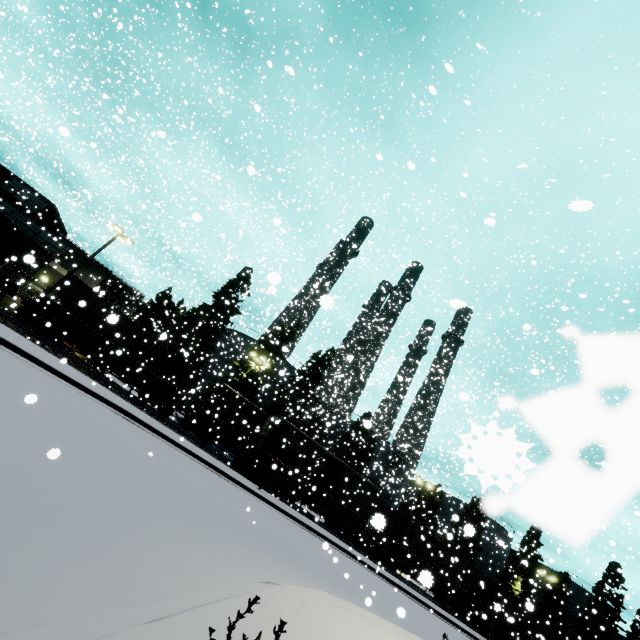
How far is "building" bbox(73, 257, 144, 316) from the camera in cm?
2931

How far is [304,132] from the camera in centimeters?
2658cm

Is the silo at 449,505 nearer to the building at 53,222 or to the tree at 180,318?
the tree at 180,318

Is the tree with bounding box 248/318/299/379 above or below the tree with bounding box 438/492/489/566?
above

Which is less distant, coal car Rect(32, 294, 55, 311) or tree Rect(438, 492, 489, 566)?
tree Rect(438, 492, 489, 566)

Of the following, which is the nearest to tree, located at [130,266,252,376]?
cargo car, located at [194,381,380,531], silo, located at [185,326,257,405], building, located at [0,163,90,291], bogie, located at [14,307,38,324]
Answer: silo, located at [185,326,257,405]

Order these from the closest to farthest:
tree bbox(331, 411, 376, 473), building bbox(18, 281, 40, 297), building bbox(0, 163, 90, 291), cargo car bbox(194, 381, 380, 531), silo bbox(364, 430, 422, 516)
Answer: cargo car bbox(194, 381, 380, 531)
building bbox(18, 281, 40, 297)
building bbox(0, 163, 90, 291)
tree bbox(331, 411, 376, 473)
silo bbox(364, 430, 422, 516)

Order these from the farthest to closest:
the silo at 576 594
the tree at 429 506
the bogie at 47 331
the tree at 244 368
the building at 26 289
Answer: the silo at 576 594 < the tree at 429 506 < the tree at 244 368 < the building at 26 289 < the bogie at 47 331
